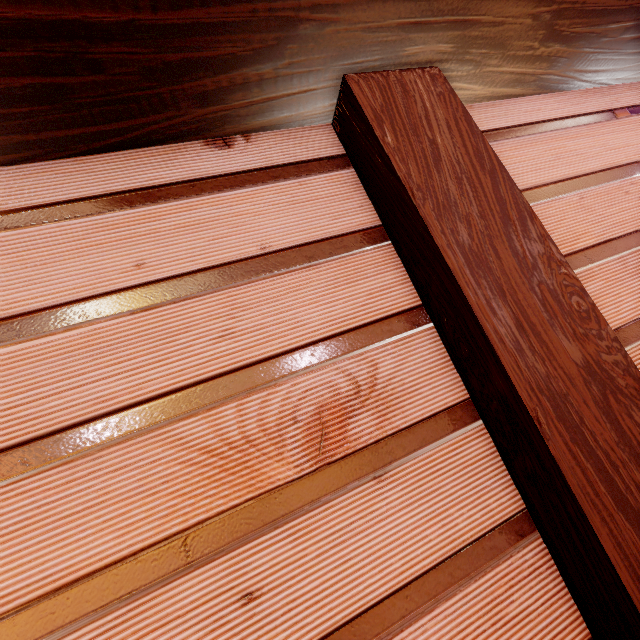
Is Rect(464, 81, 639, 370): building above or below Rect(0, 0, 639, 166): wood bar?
below

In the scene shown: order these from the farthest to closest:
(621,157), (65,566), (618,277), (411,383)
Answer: (621,157), (618,277), (411,383), (65,566)

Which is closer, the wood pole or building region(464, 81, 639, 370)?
the wood pole

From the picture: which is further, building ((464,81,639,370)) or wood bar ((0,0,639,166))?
building ((464,81,639,370))

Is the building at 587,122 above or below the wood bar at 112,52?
below

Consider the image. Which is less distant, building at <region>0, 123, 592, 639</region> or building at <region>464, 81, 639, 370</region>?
building at <region>0, 123, 592, 639</region>

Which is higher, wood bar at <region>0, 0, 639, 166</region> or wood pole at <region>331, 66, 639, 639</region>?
wood bar at <region>0, 0, 639, 166</region>

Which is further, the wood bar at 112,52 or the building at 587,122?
the building at 587,122
